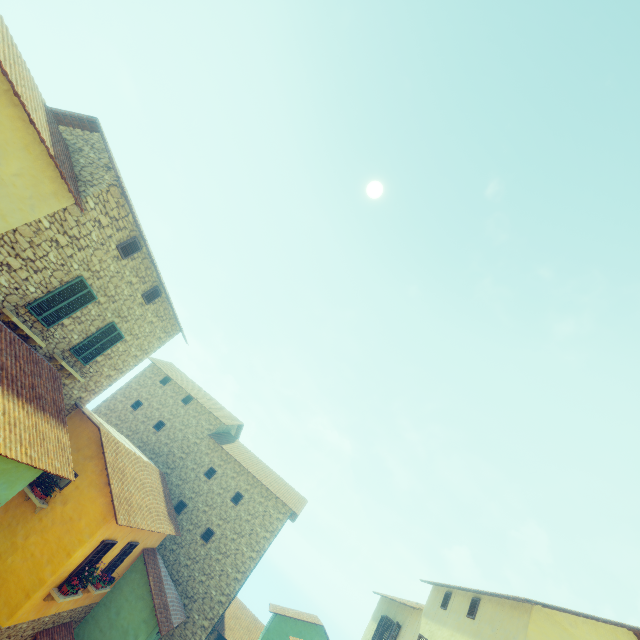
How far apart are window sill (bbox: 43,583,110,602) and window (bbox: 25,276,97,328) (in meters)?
8.47

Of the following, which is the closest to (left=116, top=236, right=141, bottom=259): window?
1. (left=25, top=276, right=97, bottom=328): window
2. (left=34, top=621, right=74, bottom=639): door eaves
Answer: (left=25, top=276, right=97, bottom=328): window

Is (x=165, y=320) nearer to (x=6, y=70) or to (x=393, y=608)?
(x=6, y=70)

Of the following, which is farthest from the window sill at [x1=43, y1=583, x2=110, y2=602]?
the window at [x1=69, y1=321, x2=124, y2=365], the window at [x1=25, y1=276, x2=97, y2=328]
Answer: the window at [x1=25, y1=276, x2=97, y2=328]

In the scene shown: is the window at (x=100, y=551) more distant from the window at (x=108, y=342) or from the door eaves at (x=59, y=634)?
the window at (x=108, y=342)

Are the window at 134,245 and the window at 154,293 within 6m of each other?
yes

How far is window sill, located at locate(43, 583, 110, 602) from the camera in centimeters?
1037cm

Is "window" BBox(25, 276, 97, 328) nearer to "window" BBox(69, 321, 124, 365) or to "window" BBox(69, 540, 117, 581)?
"window" BBox(69, 321, 124, 365)
